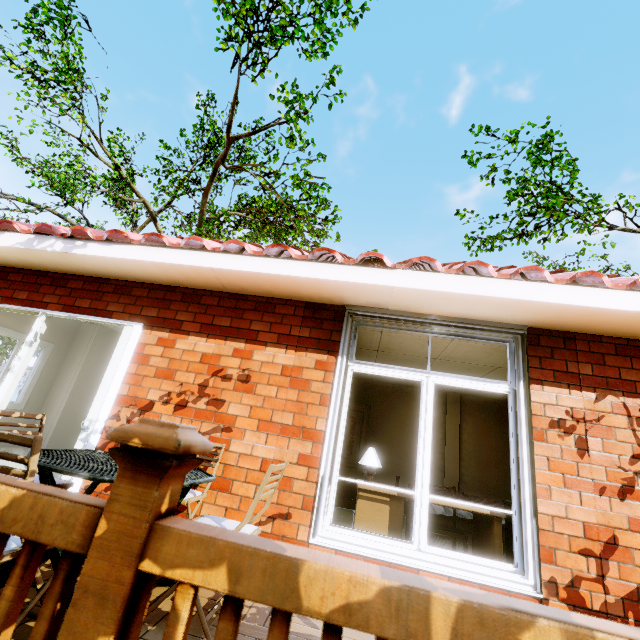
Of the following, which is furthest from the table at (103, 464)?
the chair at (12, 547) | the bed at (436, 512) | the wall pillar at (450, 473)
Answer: the wall pillar at (450, 473)

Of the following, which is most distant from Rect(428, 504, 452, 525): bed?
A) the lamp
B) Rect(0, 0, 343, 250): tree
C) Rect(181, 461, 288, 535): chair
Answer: Rect(0, 0, 343, 250): tree

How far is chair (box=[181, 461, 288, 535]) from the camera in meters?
2.0 m

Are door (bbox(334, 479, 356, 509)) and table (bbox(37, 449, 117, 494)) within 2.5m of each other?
no

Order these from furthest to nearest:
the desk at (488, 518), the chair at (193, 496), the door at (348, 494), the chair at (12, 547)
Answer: the door at (348, 494)
the desk at (488, 518)
the chair at (193, 496)
the chair at (12, 547)

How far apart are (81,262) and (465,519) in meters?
6.5

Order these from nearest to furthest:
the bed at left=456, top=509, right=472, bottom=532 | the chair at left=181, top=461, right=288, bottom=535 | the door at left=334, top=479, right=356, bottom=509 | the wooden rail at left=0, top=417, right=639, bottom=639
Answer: the wooden rail at left=0, top=417, right=639, bottom=639
the chair at left=181, top=461, right=288, bottom=535
the bed at left=456, top=509, right=472, bottom=532
the door at left=334, top=479, right=356, bottom=509

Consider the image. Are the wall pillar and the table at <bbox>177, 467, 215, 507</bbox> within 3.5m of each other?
no
